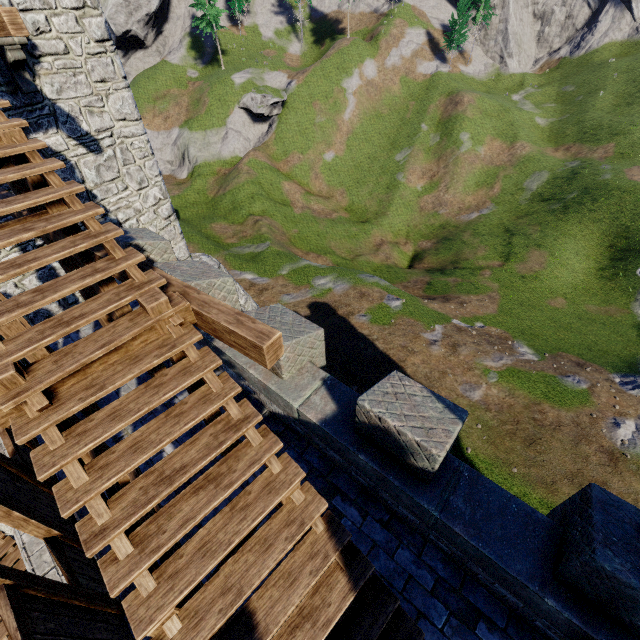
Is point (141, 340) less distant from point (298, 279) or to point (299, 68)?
point (298, 279)

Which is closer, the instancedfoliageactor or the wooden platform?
the wooden platform

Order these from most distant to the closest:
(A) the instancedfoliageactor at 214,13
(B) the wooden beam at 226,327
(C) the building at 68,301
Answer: (A) the instancedfoliageactor at 214,13
(C) the building at 68,301
(B) the wooden beam at 226,327

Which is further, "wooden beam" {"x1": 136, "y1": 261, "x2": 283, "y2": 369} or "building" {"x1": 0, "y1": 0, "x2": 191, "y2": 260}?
"building" {"x1": 0, "y1": 0, "x2": 191, "y2": 260}

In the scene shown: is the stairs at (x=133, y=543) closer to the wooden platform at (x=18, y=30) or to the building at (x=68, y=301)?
the wooden platform at (x=18, y=30)

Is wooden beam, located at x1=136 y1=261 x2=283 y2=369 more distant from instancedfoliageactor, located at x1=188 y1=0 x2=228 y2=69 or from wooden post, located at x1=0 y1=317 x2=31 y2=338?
instancedfoliageactor, located at x1=188 y1=0 x2=228 y2=69

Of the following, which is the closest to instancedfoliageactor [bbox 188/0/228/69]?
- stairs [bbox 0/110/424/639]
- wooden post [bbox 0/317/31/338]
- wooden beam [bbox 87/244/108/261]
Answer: wooden beam [bbox 87/244/108/261]

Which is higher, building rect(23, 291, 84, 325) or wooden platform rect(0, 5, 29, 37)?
wooden platform rect(0, 5, 29, 37)
